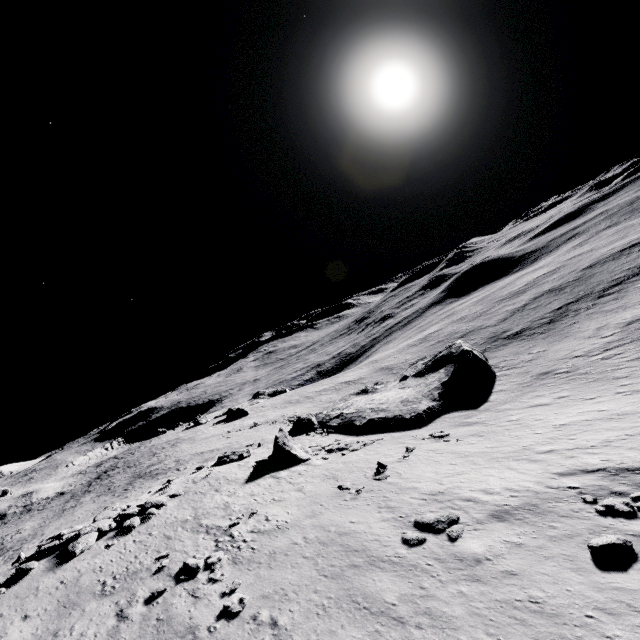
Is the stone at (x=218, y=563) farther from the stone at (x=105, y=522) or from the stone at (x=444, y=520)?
the stone at (x=444, y=520)

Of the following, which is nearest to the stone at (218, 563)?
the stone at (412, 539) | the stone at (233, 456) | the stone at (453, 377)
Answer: the stone at (412, 539)

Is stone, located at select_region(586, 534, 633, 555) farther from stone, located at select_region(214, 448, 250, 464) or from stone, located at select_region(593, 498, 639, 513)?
stone, located at select_region(214, 448, 250, 464)

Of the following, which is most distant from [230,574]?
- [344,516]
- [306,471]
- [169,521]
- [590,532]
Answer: [590,532]

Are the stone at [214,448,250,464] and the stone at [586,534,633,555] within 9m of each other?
no

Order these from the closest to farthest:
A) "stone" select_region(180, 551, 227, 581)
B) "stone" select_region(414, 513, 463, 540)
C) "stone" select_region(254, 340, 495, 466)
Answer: "stone" select_region(414, 513, 463, 540) → "stone" select_region(180, 551, 227, 581) → "stone" select_region(254, 340, 495, 466)

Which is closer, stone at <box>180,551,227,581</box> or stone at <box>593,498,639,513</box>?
stone at <box>593,498,639,513</box>

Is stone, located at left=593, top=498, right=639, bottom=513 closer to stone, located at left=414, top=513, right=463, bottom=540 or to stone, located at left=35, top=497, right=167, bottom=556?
stone, located at left=414, top=513, right=463, bottom=540
